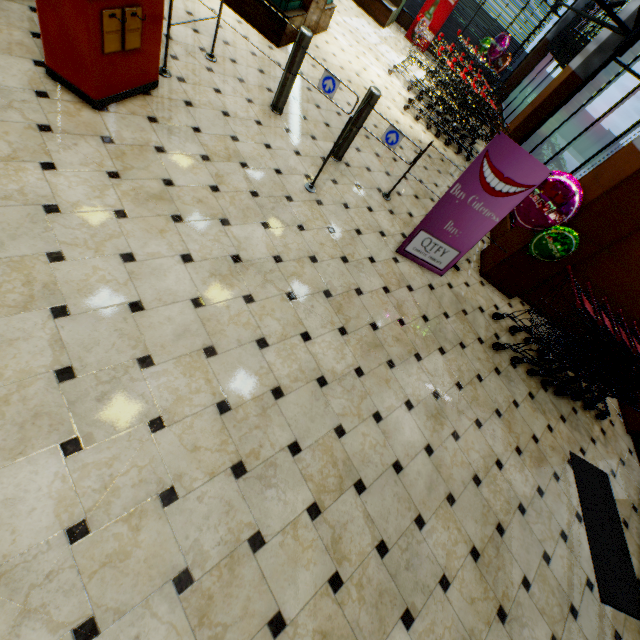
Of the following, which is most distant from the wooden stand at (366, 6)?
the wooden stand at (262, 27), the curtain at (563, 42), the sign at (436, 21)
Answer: the curtain at (563, 42)

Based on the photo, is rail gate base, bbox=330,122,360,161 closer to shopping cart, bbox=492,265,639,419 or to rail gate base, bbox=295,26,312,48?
rail gate base, bbox=295,26,312,48

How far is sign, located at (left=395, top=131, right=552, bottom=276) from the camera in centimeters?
348cm

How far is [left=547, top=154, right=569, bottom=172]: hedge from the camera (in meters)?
6.59

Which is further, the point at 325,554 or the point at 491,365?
the point at 491,365

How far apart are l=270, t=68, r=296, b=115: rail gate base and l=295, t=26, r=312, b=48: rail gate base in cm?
32

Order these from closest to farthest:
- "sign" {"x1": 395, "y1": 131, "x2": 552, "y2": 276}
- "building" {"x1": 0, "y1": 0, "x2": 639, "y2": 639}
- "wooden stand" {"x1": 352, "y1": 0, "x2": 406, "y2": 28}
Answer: "building" {"x1": 0, "y1": 0, "x2": 639, "y2": 639}, "sign" {"x1": 395, "y1": 131, "x2": 552, "y2": 276}, "wooden stand" {"x1": 352, "y1": 0, "x2": 406, "y2": 28}

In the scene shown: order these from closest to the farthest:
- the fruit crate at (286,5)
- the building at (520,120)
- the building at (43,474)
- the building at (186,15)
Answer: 1. the building at (43,474)
2. the building at (186,15)
3. the fruit crate at (286,5)
4. the building at (520,120)
